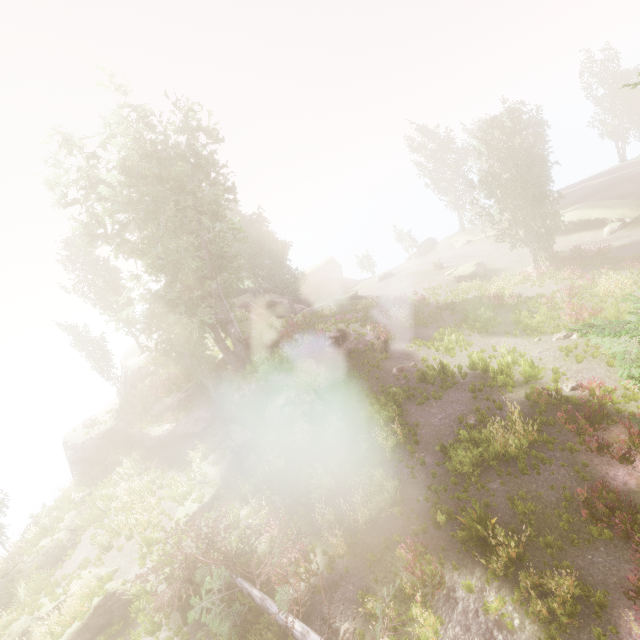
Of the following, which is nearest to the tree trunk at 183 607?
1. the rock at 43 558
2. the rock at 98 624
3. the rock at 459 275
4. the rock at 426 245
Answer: the rock at 98 624

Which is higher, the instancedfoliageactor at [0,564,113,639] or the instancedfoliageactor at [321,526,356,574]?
the instancedfoliageactor at [0,564,113,639]

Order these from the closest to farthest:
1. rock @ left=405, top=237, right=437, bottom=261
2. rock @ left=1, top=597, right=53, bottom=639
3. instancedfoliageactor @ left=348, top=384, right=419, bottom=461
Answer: rock @ left=1, top=597, right=53, bottom=639 → instancedfoliageactor @ left=348, top=384, right=419, bottom=461 → rock @ left=405, top=237, right=437, bottom=261

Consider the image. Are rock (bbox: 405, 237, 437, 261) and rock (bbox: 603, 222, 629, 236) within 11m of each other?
no

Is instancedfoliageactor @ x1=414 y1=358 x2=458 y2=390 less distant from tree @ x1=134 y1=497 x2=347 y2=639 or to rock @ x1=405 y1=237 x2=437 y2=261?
rock @ x1=405 y1=237 x2=437 y2=261

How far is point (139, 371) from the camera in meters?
30.8

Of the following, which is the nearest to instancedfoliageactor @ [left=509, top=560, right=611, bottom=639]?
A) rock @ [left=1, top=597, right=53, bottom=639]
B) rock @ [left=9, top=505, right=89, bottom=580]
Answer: rock @ [left=9, top=505, right=89, bottom=580]

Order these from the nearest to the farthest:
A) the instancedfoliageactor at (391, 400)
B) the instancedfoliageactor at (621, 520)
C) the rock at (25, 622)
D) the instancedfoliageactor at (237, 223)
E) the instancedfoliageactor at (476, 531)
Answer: the instancedfoliageactor at (621, 520) < the instancedfoliageactor at (476, 531) < the rock at (25, 622) < the instancedfoliageactor at (391, 400) < the instancedfoliageactor at (237, 223)
